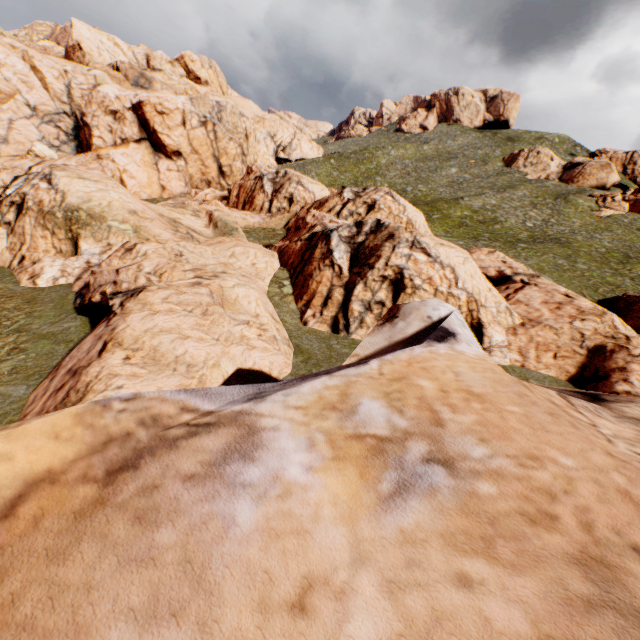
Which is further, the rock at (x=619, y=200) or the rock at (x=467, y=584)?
the rock at (x=619, y=200)

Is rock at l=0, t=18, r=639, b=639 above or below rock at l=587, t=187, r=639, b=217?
below

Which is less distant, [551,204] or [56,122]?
[56,122]

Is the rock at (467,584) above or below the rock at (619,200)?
below

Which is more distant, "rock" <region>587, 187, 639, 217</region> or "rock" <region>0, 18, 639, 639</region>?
"rock" <region>587, 187, 639, 217</region>
